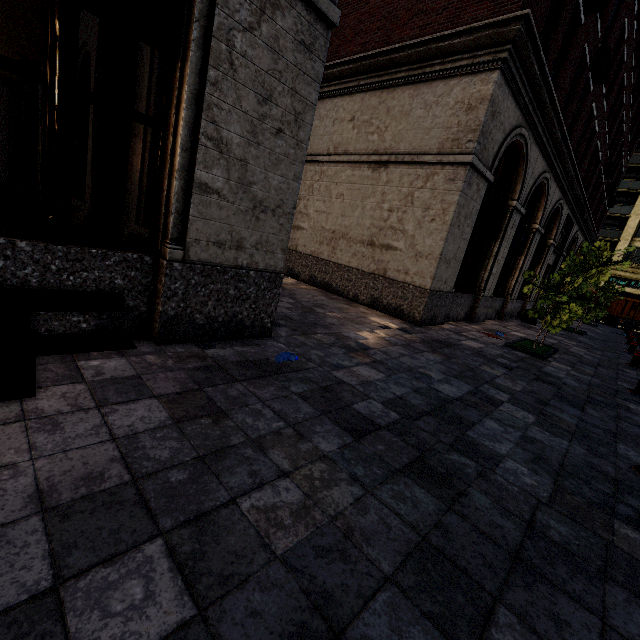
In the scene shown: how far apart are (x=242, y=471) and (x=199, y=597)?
0.79m

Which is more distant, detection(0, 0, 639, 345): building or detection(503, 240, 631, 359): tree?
detection(503, 240, 631, 359): tree

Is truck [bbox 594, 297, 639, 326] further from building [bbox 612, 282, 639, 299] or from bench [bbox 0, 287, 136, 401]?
bench [bbox 0, 287, 136, 401]

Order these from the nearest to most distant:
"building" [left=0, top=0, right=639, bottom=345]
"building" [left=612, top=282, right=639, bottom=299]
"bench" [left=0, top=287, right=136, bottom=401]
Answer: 1. "bench" [left=0, top=287, right=136, bottom=401]
2. "building" [left=0, top=0, right=639, bottom=345]
3. "building" [left=612, top=282, right=639, bottom=299]

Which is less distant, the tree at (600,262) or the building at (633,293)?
the tree at (600,262)

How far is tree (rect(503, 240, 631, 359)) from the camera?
8.0 meters

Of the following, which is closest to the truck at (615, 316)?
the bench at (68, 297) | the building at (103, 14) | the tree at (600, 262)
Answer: the building at (103, 14)
